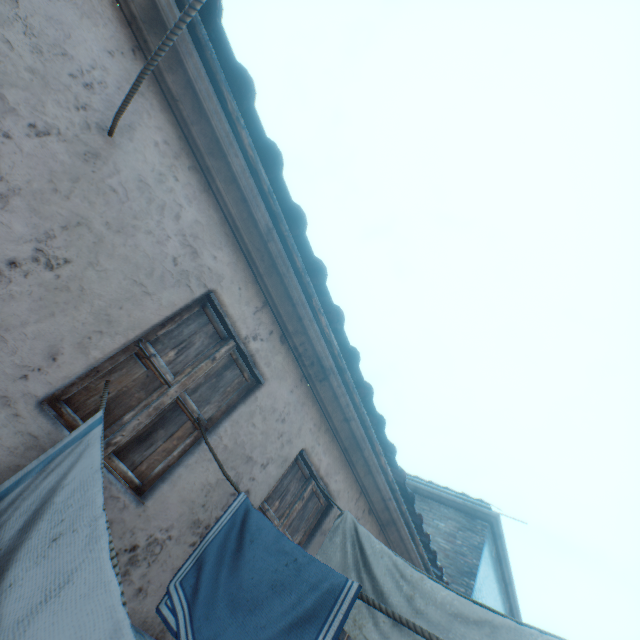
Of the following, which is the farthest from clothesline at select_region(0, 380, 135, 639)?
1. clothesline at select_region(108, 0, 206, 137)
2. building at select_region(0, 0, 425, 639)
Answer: clothesline at select_region(108, 0, 206, 137)

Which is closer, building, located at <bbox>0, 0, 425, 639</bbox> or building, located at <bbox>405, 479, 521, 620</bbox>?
building, located at <bbox>0, 0, 425, 639</bbox>

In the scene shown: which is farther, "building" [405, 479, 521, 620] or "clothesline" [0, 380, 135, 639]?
"building" [405, 479, 521, 620]

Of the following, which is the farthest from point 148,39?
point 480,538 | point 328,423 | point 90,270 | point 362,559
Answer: point 480,538

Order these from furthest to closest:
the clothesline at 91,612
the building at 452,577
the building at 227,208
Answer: the building at 452,577
the building at 227,208
the clothesline at 91,612

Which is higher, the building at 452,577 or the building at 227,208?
the building at 452,577

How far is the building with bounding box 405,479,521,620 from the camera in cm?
864
